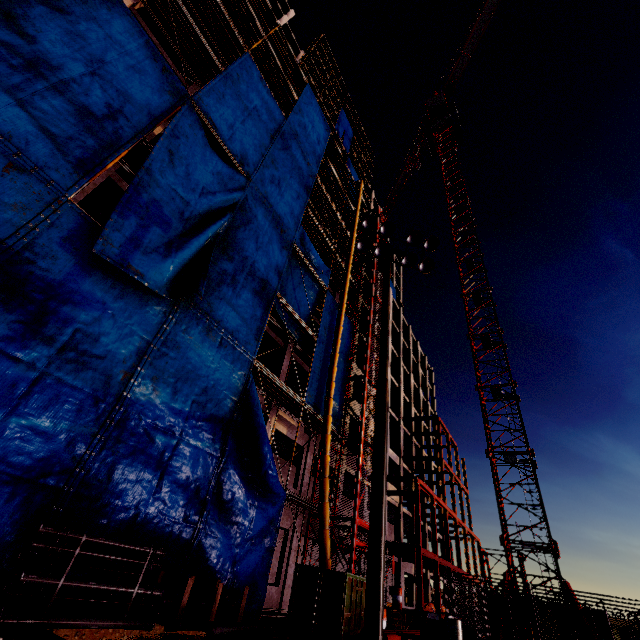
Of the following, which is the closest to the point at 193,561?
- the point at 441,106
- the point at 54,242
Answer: the point at 54,242

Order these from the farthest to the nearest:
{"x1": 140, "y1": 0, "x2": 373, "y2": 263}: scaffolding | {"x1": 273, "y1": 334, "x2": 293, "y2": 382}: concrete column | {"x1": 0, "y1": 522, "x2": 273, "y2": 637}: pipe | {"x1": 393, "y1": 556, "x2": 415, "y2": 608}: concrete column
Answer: {"x1": 393, "y1": 556, "x2": 415, "y2": 608}: concrete column → {"x1": 273, "y1": 334, "x2": 293, "y2": 382}: concrete column → {"x1": 140, "y1": 0, "x2": 373, "y2": 263}: scaffolding → {"x1": 0, "y1": 522, "x2": 273, "y2": 637}: pipe

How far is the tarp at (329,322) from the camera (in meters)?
16.75

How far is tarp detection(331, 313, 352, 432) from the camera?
18.42m

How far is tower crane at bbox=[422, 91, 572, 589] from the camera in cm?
1864

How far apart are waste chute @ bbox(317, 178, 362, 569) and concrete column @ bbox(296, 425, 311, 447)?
2.19m

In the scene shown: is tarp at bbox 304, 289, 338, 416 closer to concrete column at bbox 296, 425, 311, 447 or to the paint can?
concrete column at bbox 296, 425, 311, 447

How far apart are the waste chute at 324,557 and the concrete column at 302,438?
2.19m
